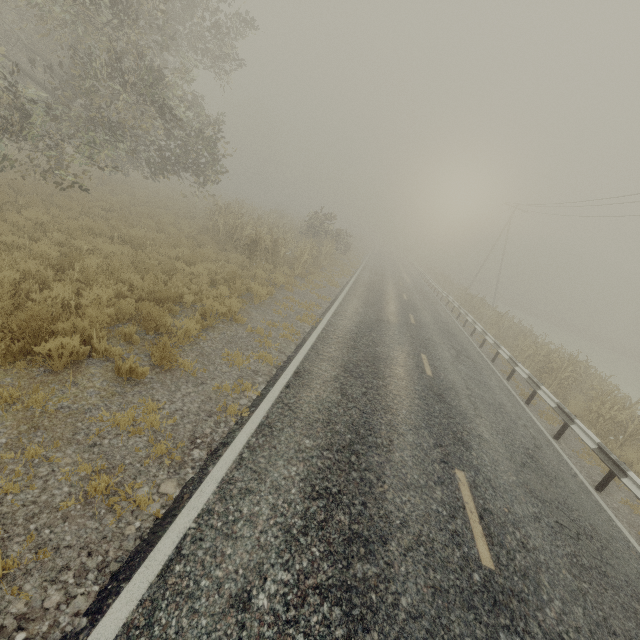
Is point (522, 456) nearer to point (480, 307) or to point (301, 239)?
point (480, 307)

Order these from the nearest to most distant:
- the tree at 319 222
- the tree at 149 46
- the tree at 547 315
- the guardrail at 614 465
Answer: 1. the guardrail at 614 465
2. the tree at 149 46
3. the tree at 319 222
4. the tree at 547 315

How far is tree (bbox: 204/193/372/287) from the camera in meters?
15.3

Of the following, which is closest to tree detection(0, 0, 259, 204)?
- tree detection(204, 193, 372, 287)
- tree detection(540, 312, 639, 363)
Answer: tree detection(204, 193, 372, 287)

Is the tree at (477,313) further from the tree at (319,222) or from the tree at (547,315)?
the tree at (547,315)

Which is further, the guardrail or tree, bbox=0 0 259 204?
tree, bbox=0 0 259 204

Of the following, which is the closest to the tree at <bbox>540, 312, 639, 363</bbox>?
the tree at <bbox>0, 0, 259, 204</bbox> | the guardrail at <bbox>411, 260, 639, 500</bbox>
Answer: the tree at <bbox>0, 0, 259, 204</bbox>

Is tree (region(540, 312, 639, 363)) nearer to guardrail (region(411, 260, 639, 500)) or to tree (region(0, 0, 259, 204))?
tree (region(0, 0, 259, 204))
